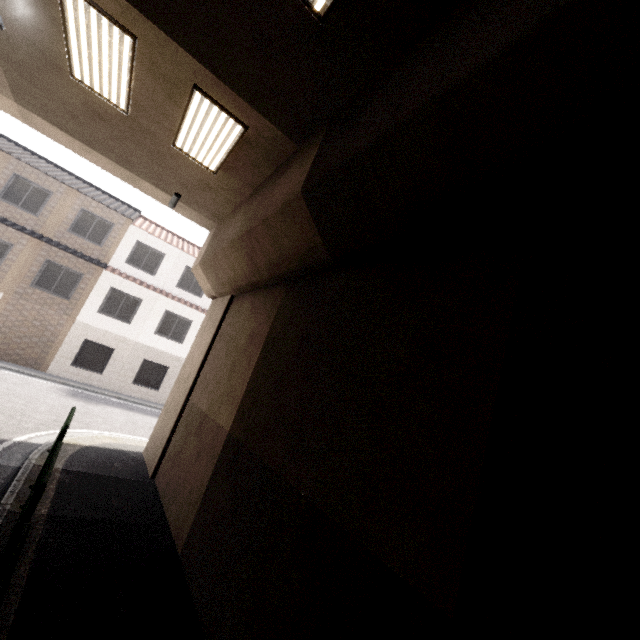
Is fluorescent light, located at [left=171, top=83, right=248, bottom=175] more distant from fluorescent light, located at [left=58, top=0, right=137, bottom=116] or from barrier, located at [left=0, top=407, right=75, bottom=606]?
barrier, located at [left=0, top=407, right=75, bottom=606]

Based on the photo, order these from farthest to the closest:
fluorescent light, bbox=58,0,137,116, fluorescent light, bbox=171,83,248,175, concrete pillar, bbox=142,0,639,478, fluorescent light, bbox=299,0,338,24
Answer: fluorescent light, bbox=171,83,248,175 < fluorescent light, bbox=58,0,137,116 < fluorescent light, bbox=299,0,338,24 < concrete pillar, bbox=142,0,639,478

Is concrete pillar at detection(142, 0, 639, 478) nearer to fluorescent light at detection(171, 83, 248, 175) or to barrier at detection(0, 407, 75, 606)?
fluorescent light at detection(171, 83, 248, 175)

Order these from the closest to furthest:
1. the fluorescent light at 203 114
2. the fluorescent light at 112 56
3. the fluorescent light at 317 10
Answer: the fluorescent light at 317 10 < the fluorescent light at 112 56 < the fluorescent light at 203 114

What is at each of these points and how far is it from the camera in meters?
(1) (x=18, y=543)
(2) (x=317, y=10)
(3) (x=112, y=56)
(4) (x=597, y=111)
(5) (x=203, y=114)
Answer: (1) barrier, 2.7 m
(2) fluorescent light, 3.6 m
(3) fluorescent light, 5.1 m
(4) concrete pillar, 2.0 m
(5) fluorescent light, 5.6 m

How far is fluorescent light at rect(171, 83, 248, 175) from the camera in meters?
5.4

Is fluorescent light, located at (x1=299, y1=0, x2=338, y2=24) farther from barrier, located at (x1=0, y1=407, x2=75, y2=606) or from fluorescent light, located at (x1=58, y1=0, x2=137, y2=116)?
barrier, located at (x1=0, y1=407, x2=75, y2=606)

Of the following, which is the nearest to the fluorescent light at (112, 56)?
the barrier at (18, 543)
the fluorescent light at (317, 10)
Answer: the fluorescent light at (317, 10)
